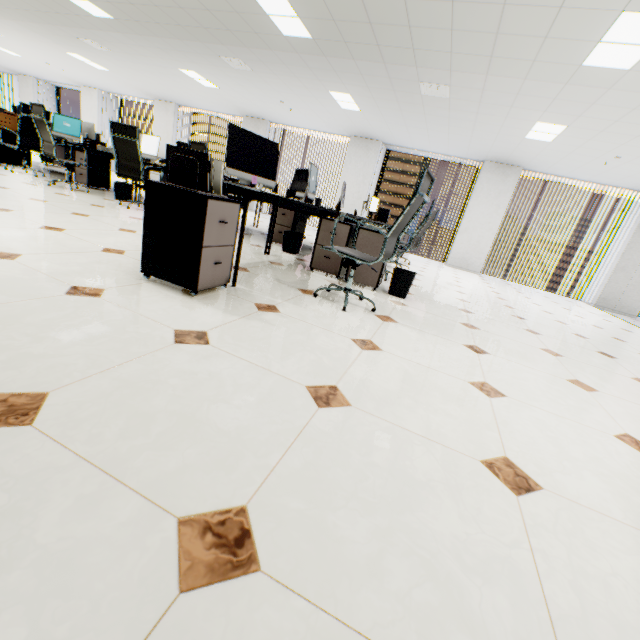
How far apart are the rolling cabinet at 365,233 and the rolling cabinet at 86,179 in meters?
5.4 m

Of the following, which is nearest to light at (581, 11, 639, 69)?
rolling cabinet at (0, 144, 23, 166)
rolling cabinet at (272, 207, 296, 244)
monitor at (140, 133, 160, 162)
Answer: rolling cabinet at (272, 207, 296, 244)

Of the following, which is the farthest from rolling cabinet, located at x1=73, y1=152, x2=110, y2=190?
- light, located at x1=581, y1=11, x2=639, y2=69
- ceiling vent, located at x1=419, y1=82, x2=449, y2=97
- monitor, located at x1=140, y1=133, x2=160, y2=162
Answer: light, located at x1=581, y1=11, x2=639, y2=69

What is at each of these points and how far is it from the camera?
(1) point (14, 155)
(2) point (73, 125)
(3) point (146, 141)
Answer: (1) rolling cabinet, 6.5 meters
(2) monitor, 6.9 meters
(3) monitor, 6.3 meters

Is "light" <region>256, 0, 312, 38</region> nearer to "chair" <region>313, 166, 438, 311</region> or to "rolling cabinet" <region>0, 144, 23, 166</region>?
"chair" <region>313, 166, 438, 311</region>

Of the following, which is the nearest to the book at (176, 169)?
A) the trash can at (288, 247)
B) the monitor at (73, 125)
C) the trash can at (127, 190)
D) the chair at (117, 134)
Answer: the chair at (117, 134)

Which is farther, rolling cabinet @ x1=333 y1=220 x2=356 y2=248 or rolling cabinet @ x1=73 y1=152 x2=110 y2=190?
rolling cabinet @ x1=73 y1=152 x2=110 y2=190

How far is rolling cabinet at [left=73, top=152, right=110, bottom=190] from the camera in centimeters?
629cm
